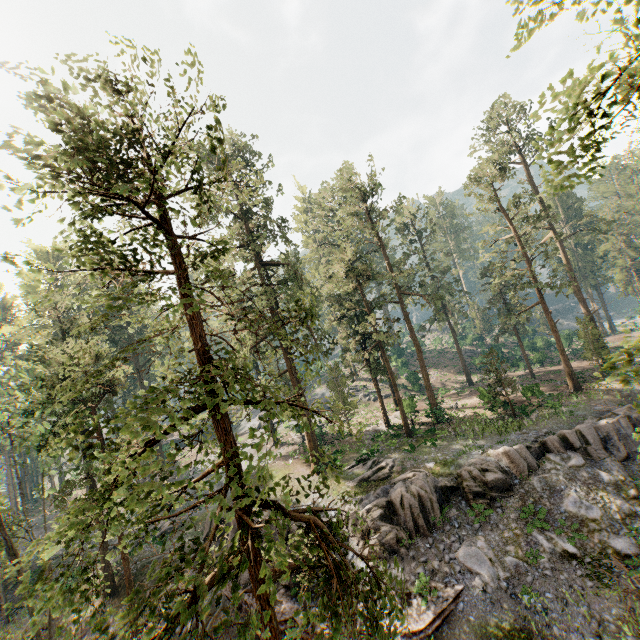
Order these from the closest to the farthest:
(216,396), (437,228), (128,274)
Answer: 1. (128,274)
2. (216,396)
3. (437,228)

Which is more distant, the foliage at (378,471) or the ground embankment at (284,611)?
the foliage at (378,471)

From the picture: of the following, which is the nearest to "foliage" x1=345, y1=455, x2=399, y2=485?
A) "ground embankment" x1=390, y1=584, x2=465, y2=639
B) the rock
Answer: the rock

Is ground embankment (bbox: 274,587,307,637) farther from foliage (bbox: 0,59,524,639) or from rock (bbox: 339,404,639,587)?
foliage (bbox: 0,59,524,639)

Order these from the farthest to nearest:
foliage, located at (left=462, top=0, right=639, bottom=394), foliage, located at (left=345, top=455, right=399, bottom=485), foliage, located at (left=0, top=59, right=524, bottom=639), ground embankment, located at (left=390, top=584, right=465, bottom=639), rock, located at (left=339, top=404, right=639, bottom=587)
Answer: foliage, located at (left=345, top=455, right=399, bottom=485), rock, located at (left=339, top=404, right=639, bottom=587), ground embankment, located at (left=390, top=584, right=465, bottom=639), foliage, located at (left=0, top=59, right=524, bottom=639), foliage, located at (left=462, top=0, right=639, bottom=394)

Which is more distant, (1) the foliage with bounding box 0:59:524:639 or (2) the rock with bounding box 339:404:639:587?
(2) the rock with bounding box 339:404:639:587

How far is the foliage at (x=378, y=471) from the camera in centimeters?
2347cm
